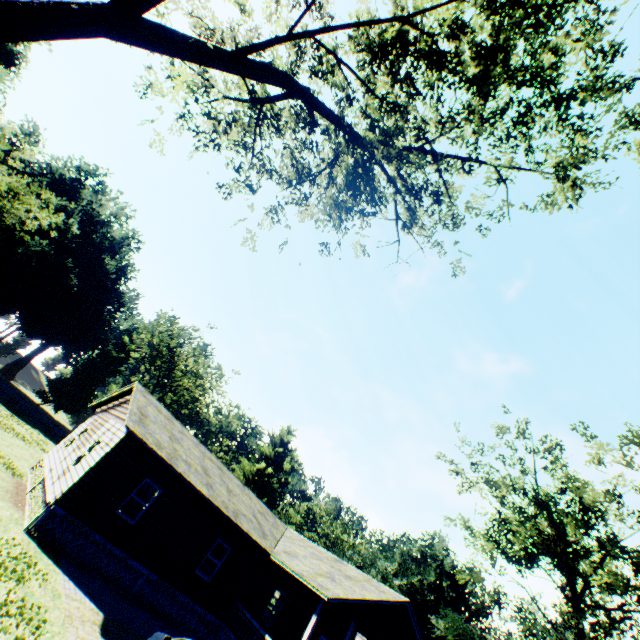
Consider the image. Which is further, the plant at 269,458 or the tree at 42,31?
the plant at 269,458

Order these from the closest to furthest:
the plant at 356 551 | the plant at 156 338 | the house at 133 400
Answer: the house at 133 400 < the plant at 356 551 < the plant at 156 338

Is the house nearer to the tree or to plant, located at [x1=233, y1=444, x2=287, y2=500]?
the tree

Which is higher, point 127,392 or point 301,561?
point 127,392

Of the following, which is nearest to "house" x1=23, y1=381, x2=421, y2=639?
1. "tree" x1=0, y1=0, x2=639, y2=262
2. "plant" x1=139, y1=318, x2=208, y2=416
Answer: "tree" x1=0, y1=0, x2=639, y2=262

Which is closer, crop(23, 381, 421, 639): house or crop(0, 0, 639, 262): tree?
crop(0, 0, 639, 262): tree

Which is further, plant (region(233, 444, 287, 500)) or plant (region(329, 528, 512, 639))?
plant (region(233, 444, 287, 500))
